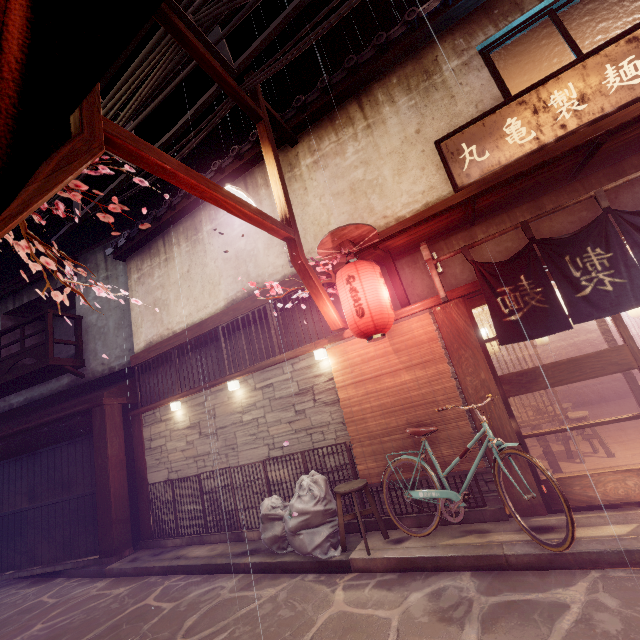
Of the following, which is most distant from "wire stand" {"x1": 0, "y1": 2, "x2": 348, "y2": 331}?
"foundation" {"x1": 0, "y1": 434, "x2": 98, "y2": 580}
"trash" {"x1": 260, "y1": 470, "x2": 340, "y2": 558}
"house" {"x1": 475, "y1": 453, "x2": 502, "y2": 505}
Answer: "foundation" {"x1": 0, "y1": 434, "x2": 98, "y2": 580}

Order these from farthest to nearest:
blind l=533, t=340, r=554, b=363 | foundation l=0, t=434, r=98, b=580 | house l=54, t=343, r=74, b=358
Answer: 1. house l=54, t=343, r=74, b=358
2. blind l=533, t=340, r=554, b=363
3. foundation l=0, t=434, r=98, b=580

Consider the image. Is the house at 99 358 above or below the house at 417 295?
above

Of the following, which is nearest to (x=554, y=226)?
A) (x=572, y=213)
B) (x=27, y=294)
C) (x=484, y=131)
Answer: (x=572, y=213)

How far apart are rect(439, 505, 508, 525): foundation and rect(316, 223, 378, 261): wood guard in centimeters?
693cm

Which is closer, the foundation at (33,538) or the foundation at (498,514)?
the foundation at (498,514)

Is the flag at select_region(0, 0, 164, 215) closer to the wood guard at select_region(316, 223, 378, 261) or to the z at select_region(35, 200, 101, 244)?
the wood guard at select_region(316, 223, 378, 261)

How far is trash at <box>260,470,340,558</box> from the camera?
7.89m
